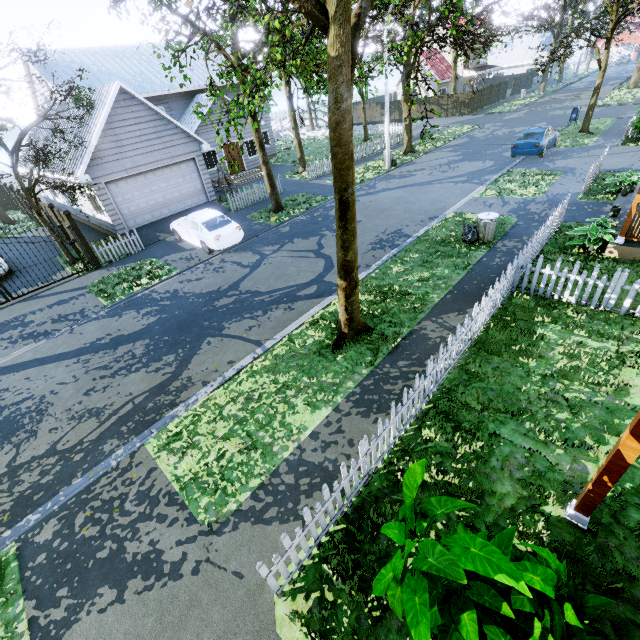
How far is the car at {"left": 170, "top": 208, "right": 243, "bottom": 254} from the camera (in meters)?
13.90

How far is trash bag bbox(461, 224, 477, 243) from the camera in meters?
11.3 m

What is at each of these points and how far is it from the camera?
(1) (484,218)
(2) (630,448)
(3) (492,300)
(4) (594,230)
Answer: (1) trash can, 10.9 meters
(2) wooden, 3.3 meters
(3) fence, 7.7 meters
(4) plant, 9.6 meters

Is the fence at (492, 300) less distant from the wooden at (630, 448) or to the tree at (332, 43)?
the tree at (332, 43)

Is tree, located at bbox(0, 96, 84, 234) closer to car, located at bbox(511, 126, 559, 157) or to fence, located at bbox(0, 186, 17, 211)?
fence, located at bbox(0, 186, 17, 211)

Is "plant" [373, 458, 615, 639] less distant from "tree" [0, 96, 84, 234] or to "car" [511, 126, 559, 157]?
"tree" [0, 96, 84, 234]

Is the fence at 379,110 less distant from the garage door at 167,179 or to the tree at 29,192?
the tree at 29,192

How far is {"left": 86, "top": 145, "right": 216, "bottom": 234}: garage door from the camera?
15.8m
